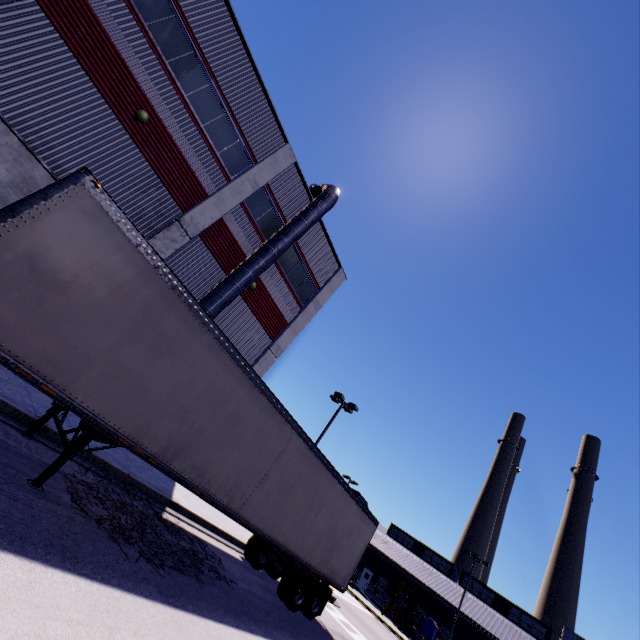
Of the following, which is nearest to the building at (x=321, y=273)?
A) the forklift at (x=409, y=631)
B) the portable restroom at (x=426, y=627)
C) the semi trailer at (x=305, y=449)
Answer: the semi trailer at (x=305, y=449)

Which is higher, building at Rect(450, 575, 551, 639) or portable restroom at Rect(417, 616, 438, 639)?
building at Rect(450, 575, 551, 639)

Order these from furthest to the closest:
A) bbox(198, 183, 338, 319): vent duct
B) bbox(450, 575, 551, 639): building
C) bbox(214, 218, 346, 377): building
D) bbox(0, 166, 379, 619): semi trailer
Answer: bbox(450, 575, 551, 639): building, bbox(214, 218, 346, 377): building, bbox(198, 183, 338, 319): vent duct, bbox(0, 166, 379, 619): semi trailer

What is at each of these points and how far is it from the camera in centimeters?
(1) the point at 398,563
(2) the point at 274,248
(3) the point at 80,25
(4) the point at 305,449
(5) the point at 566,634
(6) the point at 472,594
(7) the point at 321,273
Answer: (1) building, 4347cm
(2) vent duct, 1502cm
(3) building, 1034cm
(4) semi trailer, 975cm
(5) building, 3256cm
(6) building, 4481cm
(7) building, 2031cm

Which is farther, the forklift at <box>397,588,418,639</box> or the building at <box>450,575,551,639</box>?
the building at <box>450,575,551,639</box>

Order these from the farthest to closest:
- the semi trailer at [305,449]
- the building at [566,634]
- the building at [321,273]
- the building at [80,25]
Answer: the building at [566,634], the building at [321,273], the building at [80,25], the semi trailer at [305,449]

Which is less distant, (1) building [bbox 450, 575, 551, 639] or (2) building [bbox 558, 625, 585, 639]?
(2) building [bbox 558, 625, 585, 639]

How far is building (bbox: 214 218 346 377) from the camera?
16.6m
